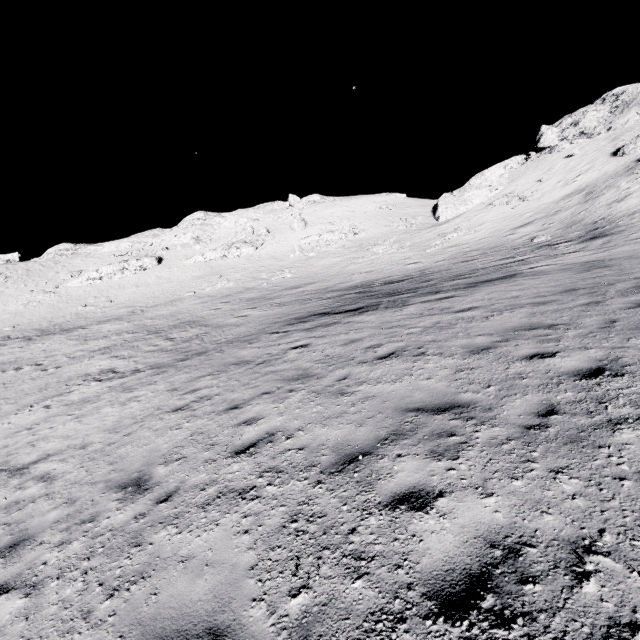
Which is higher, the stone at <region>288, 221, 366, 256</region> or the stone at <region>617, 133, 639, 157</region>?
the stone at <region>617, 133, 639, 157</region>

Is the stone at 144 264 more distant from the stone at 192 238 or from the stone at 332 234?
the stone at 332 234

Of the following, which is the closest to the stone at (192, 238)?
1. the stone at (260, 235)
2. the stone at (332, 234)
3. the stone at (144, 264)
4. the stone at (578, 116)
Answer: the stone at (260, 235)

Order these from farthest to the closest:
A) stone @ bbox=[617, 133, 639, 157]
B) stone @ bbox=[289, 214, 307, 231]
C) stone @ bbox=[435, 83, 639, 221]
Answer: stone @ bbox=[289, 214, 307, 231] → stone @ bbox=[435, 83, 639, 221] → stone @ bbox=[617, 133, 639, 157]

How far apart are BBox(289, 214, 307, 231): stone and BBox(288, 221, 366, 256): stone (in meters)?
3.50

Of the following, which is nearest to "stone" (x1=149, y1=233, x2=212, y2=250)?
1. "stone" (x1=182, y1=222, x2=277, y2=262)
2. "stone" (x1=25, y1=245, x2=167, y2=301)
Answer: "stone" (x1=182, y1=222, x2=277, y2=262)

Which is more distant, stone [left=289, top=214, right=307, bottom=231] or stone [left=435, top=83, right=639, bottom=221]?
stone [left=289, top=214, right=307, bottom=231]

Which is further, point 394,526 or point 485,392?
point 485,392
